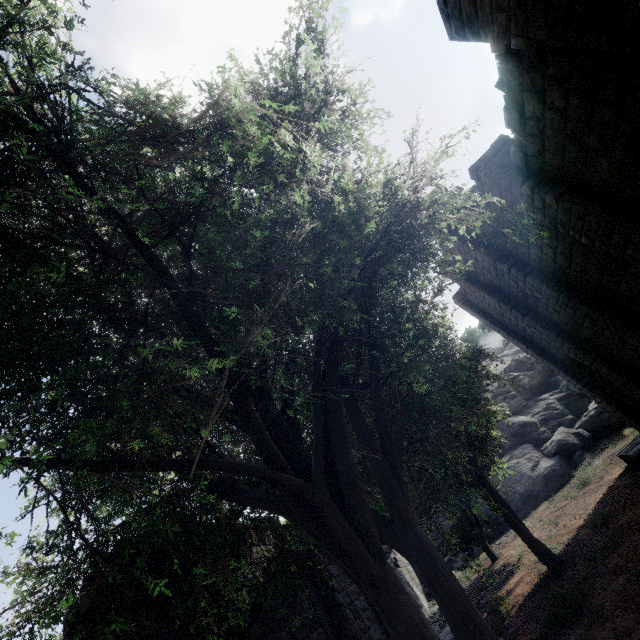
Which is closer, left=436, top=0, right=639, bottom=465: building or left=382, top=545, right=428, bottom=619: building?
left=436, top=0, right=639, bottom=465: building

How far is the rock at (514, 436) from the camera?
26.9m

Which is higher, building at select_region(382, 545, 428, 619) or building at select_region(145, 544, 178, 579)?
building at select_region(145, 544, 178, 579)

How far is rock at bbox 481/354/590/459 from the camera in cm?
2688

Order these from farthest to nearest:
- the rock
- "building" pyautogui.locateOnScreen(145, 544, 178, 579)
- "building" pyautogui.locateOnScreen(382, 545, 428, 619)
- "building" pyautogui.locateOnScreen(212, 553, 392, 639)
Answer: the rock
"building" pyautogui.locateOnScreen(382, 545, 428, 619)
"building" pyautogui.locateOnScreen(212, 553, 392, 639)
"building" pyautogui.locateOnScreen(145, 544, 178, 579)

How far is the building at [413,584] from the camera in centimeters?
1712cm

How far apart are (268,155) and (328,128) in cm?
137
